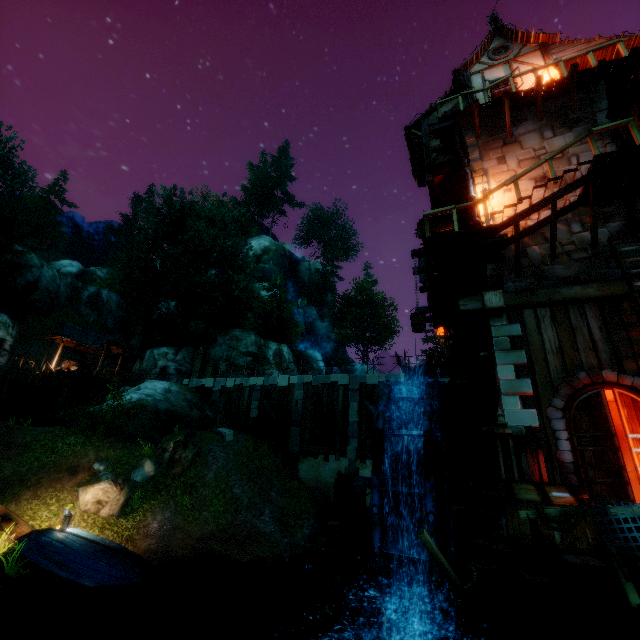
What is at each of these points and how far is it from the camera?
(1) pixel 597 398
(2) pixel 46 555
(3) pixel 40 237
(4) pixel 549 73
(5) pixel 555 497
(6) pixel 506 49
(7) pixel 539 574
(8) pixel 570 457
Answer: (1) door, 7.1 meters
(2) boat, 9.0 meters
(3) tree, 38.2 meters
(4) building, 12.3 meters
(5) box, 6.1 meters
(6) window, 13.8 meters
(7) rope, 4.4 meters
(8) doorway, 6.9 meters

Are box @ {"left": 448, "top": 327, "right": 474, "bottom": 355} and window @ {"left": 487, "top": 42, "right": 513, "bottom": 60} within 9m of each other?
no

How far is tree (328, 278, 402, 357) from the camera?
47.3 meters

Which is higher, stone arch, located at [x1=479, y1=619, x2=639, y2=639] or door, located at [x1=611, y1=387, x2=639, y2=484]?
Result: door, located at [x1=611, y1=387, x2=639, y2=484]

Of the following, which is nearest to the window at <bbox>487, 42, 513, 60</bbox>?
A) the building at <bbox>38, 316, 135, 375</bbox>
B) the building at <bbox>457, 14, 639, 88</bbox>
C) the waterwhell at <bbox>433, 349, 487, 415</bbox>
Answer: the building at <bbox>457, 14, 639, 88</bbox>

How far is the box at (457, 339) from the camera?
14.6m

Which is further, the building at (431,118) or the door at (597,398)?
the building at (431,118)

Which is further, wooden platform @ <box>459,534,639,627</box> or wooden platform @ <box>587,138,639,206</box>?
wooden platform @ <box>587,138,639,206</box>
